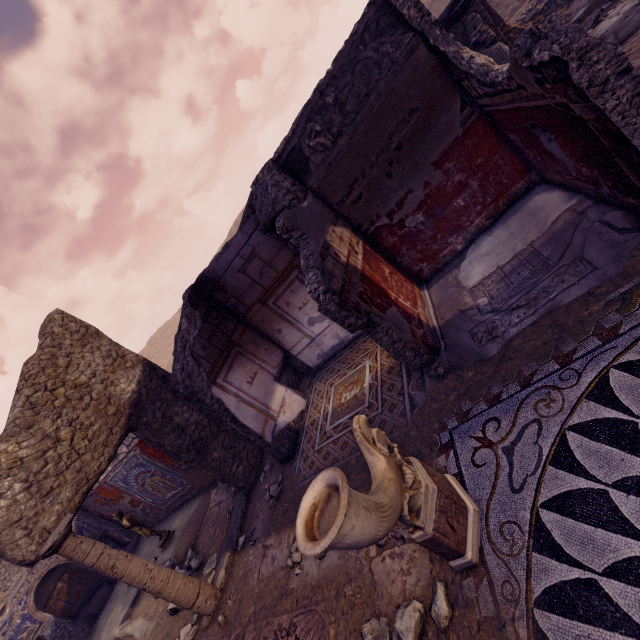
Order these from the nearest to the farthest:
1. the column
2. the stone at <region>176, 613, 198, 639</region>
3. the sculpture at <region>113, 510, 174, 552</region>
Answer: the column < the stone at <region>176, 613, 198, 639</region> < the sculpture at <region>113, 510, 174, 552</region>

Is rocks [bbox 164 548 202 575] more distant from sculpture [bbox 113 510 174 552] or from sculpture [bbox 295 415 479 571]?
sculpture [bbox 295 415 479 571]

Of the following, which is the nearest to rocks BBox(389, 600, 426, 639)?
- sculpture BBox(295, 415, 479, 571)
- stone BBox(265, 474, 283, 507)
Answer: sculpture BBox(295, 415, 479, 571)

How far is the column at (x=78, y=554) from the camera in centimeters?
352cm

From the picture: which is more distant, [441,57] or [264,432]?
[264,432]

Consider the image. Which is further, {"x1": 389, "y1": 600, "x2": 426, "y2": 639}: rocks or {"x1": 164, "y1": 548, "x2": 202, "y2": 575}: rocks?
{"x1": 164, "y1": 548, "x2": 202, "y2": 575}: rocks

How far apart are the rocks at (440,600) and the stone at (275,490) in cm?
236

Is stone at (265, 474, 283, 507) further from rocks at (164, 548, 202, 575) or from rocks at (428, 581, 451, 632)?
rocks at (428, 581, 451, 632)
